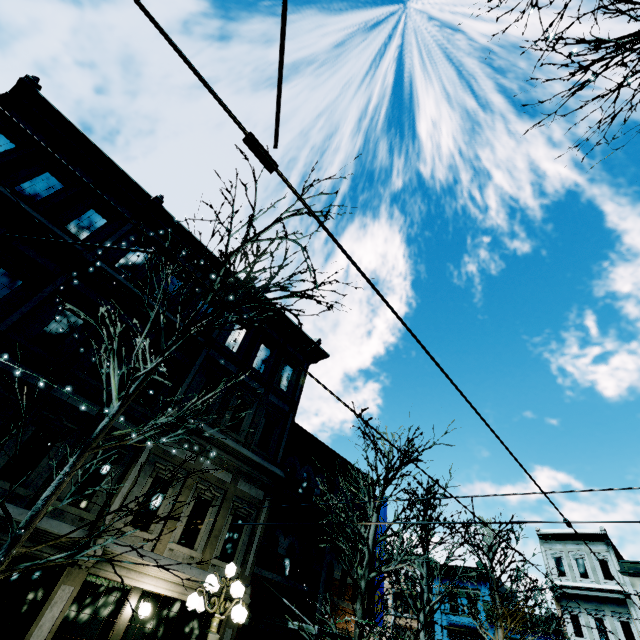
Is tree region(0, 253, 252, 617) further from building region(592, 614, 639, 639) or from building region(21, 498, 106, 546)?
building region(592, 614, 639, 639)

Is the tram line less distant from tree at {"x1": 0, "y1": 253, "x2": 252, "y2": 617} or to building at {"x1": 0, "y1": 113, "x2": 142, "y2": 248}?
tree at {"x1": 0, "y1": 253, "x2": 252, "y2": 617}

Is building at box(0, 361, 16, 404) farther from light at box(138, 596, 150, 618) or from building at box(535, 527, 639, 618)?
building at box(535, 527, 639, 618)

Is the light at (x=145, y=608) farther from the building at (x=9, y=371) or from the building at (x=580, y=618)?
the building at (x=580, y=618)

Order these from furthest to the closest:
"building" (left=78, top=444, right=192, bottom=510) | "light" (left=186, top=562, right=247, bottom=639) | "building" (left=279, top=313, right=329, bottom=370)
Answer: "building" (left=279, top=313, right=329, bottom=370) → "building" (left=78, top=444, right=192, bottom=510) → "light" (left=186, top=562, right=247, bottom=639)

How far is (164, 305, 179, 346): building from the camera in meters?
11.9 m

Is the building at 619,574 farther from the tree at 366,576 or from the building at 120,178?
the tree at 366,576

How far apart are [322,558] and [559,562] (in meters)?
27.95
